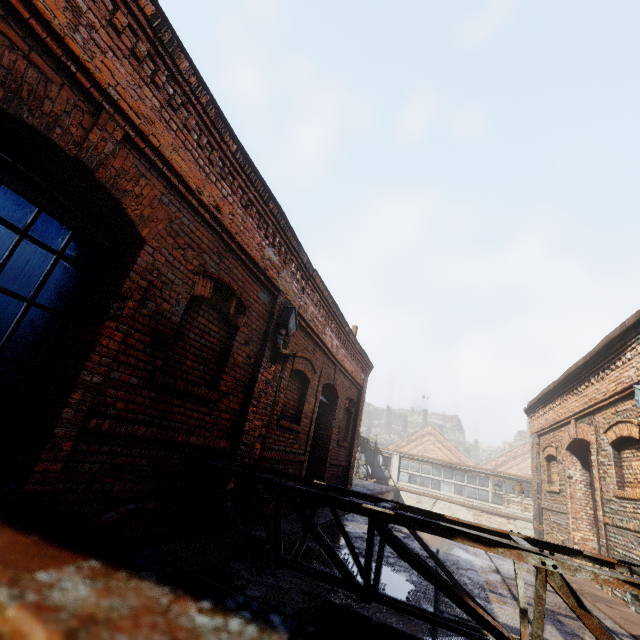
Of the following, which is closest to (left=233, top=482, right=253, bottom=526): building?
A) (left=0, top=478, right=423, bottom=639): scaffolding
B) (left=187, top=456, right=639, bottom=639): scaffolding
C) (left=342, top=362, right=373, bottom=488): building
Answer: (left=187, top=456, right=639, bottom=639): scaffolding

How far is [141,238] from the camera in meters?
3.1 m

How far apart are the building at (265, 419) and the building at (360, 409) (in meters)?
5.79

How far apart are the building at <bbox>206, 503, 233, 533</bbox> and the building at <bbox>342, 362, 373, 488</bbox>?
5.79m

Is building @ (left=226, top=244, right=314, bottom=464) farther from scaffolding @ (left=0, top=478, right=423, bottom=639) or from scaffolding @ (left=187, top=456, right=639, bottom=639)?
scaffolding @ (left=0, top=478, right=423, bottom=639)

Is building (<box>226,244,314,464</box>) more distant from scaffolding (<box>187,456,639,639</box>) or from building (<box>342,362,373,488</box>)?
building (<box>342,362,373,488</box>)

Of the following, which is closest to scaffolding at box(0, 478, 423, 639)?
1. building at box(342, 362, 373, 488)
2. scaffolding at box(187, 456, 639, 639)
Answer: scaffolding at box(187, 456, 639, 639)

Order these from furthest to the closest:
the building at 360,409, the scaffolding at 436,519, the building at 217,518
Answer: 1. the building at 360,409
2. the building at 217,518
3. the scaffolding at 436,519
